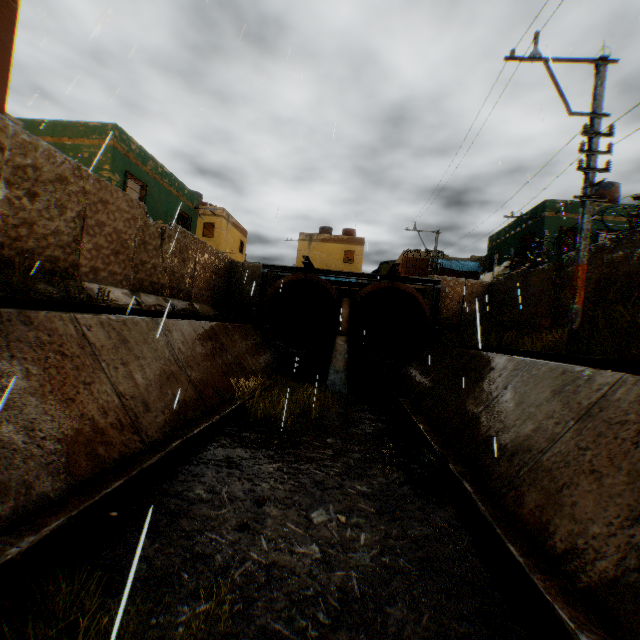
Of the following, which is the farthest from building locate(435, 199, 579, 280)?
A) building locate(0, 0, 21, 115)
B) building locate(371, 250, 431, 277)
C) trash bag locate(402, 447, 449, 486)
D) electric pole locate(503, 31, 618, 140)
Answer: electric pole locate(503, 31, 618, 140)

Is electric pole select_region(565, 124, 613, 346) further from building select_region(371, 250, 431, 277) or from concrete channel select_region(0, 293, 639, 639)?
building select_region(371, 250, 431, 277)

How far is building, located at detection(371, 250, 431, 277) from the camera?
30.6m

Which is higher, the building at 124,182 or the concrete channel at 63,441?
the building at 124,182

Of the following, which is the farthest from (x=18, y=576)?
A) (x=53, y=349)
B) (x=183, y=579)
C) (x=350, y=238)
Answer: (x=350, y=238)

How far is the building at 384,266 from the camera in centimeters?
3061cm

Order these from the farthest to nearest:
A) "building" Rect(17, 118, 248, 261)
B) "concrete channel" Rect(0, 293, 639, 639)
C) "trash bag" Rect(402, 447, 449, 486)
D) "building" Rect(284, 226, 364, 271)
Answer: "building" Rect(284, 226, 364, 271), "building" Rect(17, 118, 248, 261), "trash bag" Rect(402, 447, 449, 486), "concrete channel" Rect(0, 293, 639, 639)

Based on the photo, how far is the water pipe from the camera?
14.2 meters
